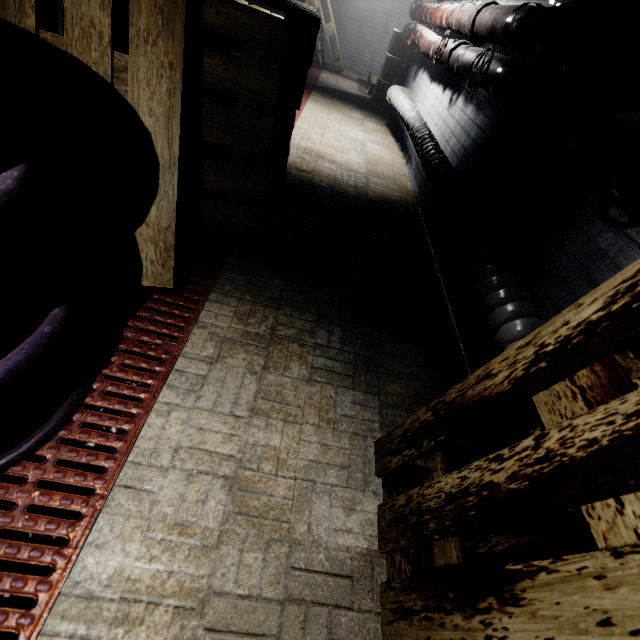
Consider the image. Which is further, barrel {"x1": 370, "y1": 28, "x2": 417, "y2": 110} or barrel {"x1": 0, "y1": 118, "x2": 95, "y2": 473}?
barrel {"x1": 370, "y1": 28, "x2": 417, "y2": 110}

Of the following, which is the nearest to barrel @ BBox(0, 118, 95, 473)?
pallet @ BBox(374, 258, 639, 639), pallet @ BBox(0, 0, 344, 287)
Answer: pallet @ BBox(0, 0, 344, 287)

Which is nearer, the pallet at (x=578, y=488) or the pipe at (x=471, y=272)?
the pallet at (x=578, y=488)

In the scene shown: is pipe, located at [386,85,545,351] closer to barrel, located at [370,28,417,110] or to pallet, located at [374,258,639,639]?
pallet, located at [374,258,639,639]

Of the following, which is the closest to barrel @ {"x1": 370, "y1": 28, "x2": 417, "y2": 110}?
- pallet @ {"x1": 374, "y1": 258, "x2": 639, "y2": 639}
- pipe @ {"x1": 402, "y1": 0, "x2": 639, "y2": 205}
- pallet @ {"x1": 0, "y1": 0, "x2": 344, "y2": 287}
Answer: pipe @ {"x1": 402, "y1": 0, "x2": 639, "y2": 205}

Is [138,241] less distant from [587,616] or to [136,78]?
[136,78]

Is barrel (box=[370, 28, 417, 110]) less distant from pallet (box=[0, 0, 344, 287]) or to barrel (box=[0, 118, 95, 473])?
pallet (box=[0, 0, 344, 287])

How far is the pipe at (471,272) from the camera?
1.3 meters
